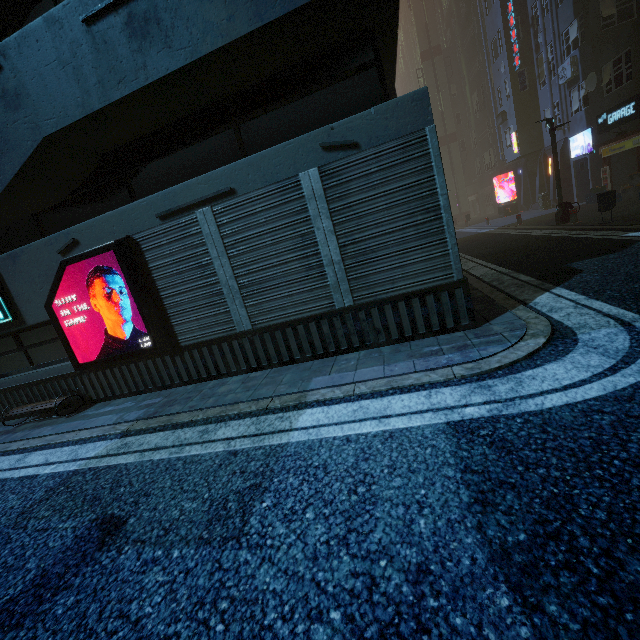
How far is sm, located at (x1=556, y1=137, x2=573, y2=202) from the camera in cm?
1955

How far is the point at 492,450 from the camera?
2.57m

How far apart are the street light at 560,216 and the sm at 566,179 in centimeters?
934cm

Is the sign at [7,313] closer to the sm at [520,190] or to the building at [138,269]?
the building at [138,269]

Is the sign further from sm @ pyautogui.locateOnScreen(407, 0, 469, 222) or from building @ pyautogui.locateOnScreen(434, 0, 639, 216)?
sm @ pyautogui.locateOnScreen(407, 0, 469, 222)

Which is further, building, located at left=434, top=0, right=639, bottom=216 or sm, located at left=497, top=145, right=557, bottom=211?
sm, located at left=497, top=145, right=557, bottom=211

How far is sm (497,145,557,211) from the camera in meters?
21.4

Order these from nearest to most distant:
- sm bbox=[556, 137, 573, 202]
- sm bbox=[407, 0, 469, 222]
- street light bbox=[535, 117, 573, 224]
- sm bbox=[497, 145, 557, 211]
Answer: street light bbox=[535, 117, 573, 224]
sm bbox=[556, 137, 573, 202]
sm bbox=[497, 145, 557, 211]
sm bbox=[407, 0, 469, 222]
